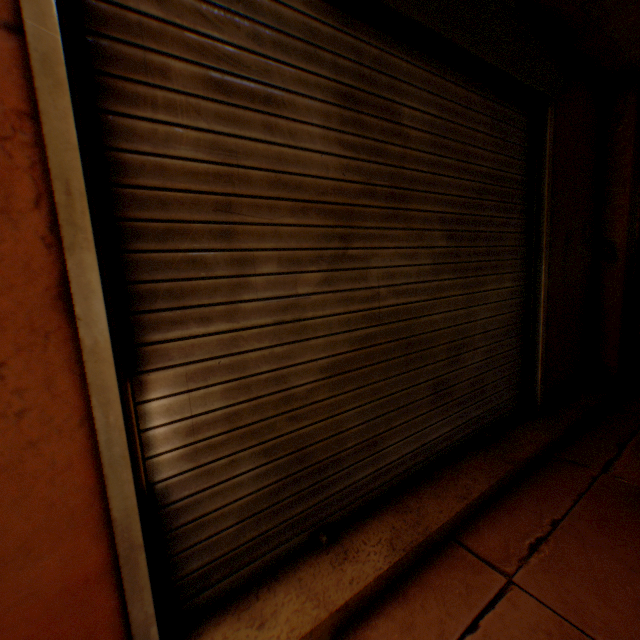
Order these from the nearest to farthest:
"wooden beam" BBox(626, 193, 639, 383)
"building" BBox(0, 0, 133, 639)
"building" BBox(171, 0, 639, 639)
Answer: "building" BBox(0, 0, 133, 639) → "building" BBox(171, 0, 639, 639) → "wooden beam" BBox(626, 193, 639, 383)

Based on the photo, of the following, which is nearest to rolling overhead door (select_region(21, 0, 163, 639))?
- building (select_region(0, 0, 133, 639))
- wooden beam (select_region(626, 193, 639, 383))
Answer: building (select_region(0, 0, 133, 639))

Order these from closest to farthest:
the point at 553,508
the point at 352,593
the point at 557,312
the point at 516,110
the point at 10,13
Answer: the point at 10,13, the point at 352,593, the point at 553,508, the point at 516,110, the point at 557,312

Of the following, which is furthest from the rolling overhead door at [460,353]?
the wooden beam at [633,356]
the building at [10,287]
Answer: the wooden beam at [633,356]

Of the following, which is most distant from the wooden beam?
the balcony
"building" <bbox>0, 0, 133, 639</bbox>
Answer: the balcony

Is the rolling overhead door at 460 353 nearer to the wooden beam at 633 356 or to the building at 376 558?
the building at 376 558

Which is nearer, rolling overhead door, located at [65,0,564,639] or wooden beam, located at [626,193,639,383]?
rolling overhead door, located at [65,0,564,639]

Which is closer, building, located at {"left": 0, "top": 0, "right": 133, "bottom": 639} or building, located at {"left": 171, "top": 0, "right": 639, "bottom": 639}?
building, located at {"left": 0, "top": 0, "right": 133, "bottom": 639}
